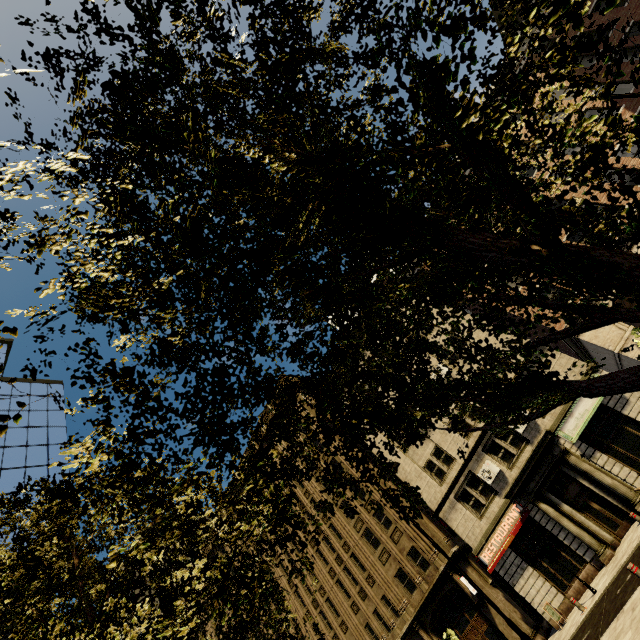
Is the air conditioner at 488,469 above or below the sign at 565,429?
above

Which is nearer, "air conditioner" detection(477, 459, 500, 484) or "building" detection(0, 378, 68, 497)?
"air conditioner" detection(477, 459, 500, 484)

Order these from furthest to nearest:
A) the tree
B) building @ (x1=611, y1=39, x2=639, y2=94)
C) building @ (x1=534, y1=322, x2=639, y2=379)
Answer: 1. building @ (x1=611, y1=39, x2=639, y2=94)
2. building @ (x1=534, y1=322, x2=639, y2=379)
3. the tree

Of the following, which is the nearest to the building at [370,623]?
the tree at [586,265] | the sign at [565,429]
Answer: the sign at [565,429]

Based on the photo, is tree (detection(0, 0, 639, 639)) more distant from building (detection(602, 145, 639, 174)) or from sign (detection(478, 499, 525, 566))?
sign (detection(478, 499, 525, 566))

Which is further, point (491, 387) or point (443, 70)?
point (491, 387)

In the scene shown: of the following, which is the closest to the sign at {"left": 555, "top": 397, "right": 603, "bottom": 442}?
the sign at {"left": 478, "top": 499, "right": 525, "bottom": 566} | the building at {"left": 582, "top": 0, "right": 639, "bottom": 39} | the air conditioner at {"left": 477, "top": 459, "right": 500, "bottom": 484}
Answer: the building at {"left": 582, "top": 0, "right": 639, "bottom": 39}

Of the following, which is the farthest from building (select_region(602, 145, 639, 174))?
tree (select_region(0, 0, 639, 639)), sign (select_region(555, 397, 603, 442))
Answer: tree (select_region(0, 0, 639, 639))
